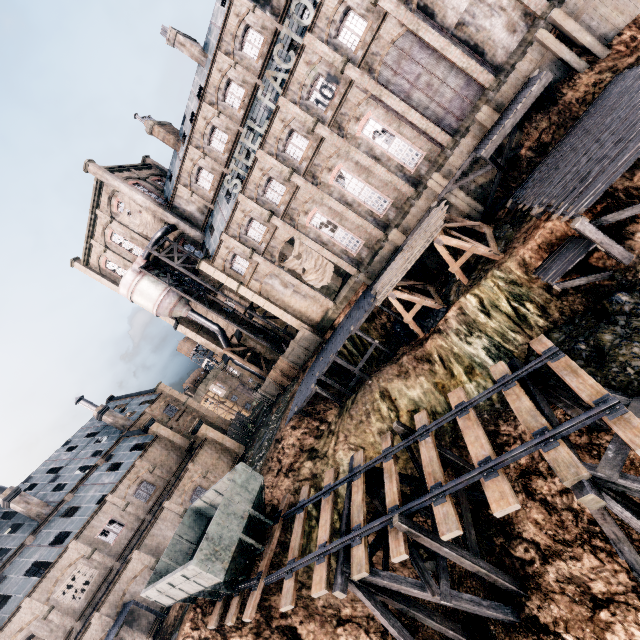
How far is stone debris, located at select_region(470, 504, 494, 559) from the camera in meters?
13.8 m

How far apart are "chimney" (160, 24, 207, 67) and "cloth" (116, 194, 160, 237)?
16.1m

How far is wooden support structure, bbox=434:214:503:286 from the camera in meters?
20.0 m

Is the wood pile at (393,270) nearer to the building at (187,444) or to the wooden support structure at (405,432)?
the wooden support structure at (405,432)

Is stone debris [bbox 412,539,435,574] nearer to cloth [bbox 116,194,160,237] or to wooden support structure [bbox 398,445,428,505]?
wooden support structure [bbox 398,445,428,505]

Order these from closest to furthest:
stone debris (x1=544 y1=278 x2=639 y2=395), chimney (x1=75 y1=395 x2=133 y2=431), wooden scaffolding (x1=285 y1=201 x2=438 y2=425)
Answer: stone debris (x1=544 y1=278 x2=639 y2=395)
wooden scaffolding (x1=285 y1=201 x2=438 y2=425)
chimney (x1=75 y1=395 x2=133 y2=431)

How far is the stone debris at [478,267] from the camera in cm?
2069

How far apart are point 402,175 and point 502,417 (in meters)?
21.28
